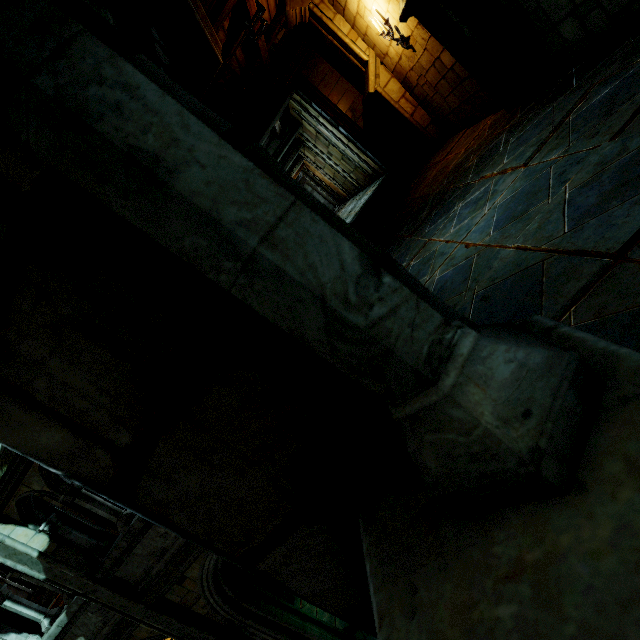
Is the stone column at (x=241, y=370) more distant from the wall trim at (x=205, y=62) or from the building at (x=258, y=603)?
the building at (x=258, y=603)

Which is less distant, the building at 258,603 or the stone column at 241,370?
the stone column at 241,370

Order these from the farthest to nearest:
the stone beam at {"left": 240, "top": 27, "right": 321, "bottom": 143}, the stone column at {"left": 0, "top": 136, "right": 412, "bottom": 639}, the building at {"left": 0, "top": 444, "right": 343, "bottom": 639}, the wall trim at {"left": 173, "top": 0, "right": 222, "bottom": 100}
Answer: the stone beam at {"left": 240, "top": 27, "right": 321, "bottom": 143}
the building at {"left": 0, "top": 444, "right": 343, "bottom": 639}
the wall trim at {"left": 173, "top": 0, "right": 222, "bottom": 100}
the stone column at {"left": 0, "top": 136, "right": 412, "bottom": 639}

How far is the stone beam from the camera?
8.4 meters

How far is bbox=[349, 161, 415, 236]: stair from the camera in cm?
885

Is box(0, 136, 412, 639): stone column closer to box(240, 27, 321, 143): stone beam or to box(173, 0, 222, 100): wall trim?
box(173, 0, 222, 100): wall trim

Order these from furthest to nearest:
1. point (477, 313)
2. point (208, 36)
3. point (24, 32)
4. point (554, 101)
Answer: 1. point (208, 36)
2. point (554, 101)
3. point (477, 313)
4. point (24, 32)

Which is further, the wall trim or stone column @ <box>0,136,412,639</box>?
the wall trim
